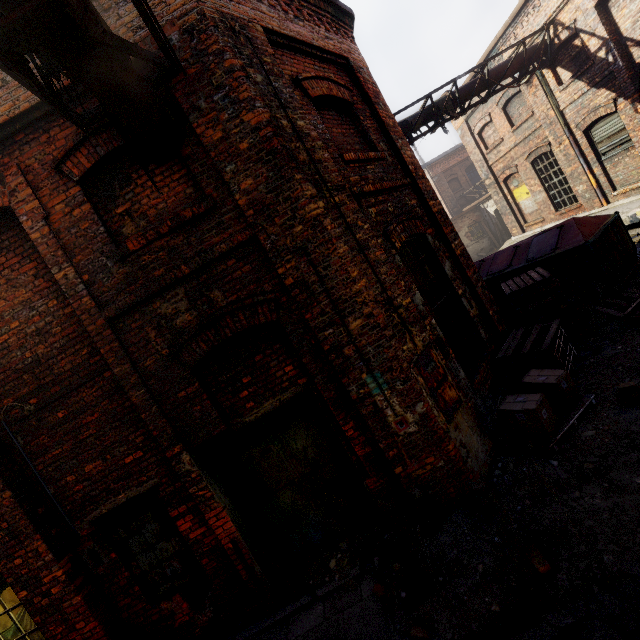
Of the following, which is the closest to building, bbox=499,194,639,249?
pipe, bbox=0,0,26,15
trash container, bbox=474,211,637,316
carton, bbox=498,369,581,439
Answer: trash container, bbox=474,211,637,316

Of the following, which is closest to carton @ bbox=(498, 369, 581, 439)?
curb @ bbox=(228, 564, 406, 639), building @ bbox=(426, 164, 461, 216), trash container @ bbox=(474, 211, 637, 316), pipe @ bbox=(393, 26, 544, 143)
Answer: curb @ bbox=(228, 564, 406, 639)

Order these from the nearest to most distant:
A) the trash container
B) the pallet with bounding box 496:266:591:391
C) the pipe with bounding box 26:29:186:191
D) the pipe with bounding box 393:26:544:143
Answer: the pipe with bounding box 26:29:186:191 < the pallet with bounding box 496:266:591:391 < the trash container < the pipe with bounding box 393:26:544:143

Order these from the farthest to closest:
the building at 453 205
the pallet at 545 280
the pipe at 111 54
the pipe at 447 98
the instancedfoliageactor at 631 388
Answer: the building at 453 205, the pipe at 447 98, the pallet at 545 280, the instancedfoliageactor at 631 388, the pipe at 111 54

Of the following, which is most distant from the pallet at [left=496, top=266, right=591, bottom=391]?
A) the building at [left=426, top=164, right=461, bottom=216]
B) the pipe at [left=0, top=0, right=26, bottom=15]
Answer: the building at [left=426, top=164, right=461, bottom=216]

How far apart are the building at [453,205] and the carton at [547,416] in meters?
24.8

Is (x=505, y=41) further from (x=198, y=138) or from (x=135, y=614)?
(x=135, y=614)

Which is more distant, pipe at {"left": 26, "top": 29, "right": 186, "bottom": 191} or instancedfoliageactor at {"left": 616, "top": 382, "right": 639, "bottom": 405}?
instancedfoliageactor at {"left": 616, "top": 382, "right": 639, "bottom": 405}
